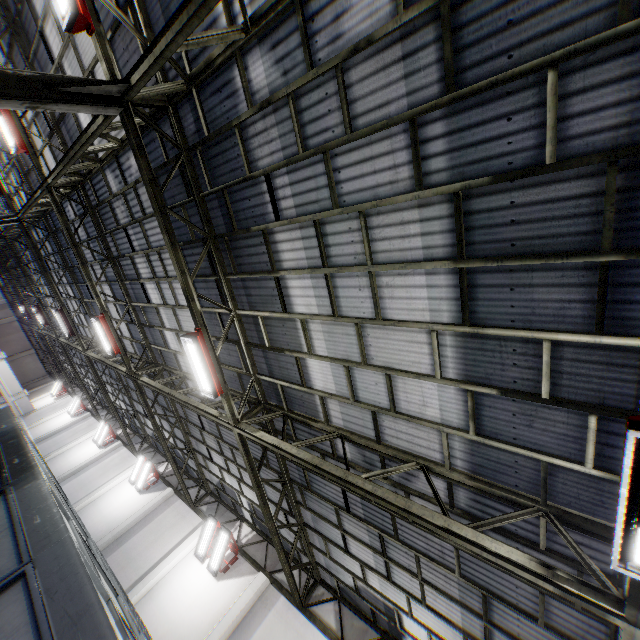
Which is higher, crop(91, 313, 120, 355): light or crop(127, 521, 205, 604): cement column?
crop(91, 313, 120, 355): light

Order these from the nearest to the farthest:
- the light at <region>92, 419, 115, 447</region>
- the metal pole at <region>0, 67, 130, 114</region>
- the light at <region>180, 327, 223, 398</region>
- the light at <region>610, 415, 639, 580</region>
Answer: the light at <region>610, 415, 639, 580</region> → the metal pole at <region>0, 67, 130, 114</region> → the light at <region>180, 327, 223, 398</region> → the light at <region>92, 419, 115, 447</region>

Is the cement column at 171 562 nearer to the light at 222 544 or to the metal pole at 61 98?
the light at 222 544

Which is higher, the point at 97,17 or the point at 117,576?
the point at 97,17

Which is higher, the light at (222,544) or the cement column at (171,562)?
the light at (222,544)

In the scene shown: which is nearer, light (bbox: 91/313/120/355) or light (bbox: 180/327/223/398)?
light (bbox: 180/327/223/398)

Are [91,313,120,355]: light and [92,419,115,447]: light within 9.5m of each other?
no

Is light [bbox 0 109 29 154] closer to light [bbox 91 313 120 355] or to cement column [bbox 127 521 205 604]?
light [bbox 91 313 120 355]
